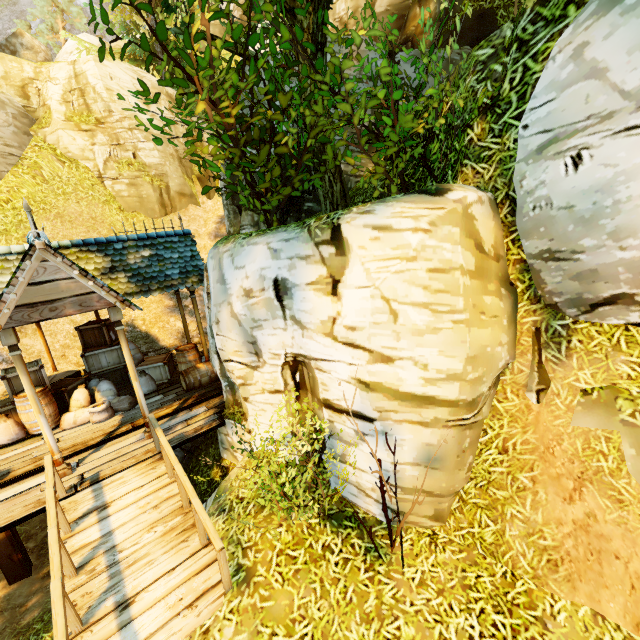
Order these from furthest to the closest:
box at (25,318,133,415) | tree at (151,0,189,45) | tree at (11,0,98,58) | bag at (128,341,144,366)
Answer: tree at (11,0,98,58), bag at (128,341,144,366), box at (25,318,133,415), tree at (151,0,189,45)

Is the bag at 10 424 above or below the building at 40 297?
below

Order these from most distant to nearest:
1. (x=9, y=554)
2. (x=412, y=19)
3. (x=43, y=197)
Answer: (x=43, y=197) → (x=412, y=19) → (x=9, y=554)

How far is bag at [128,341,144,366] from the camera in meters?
9.9 m

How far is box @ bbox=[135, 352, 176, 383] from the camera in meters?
10.0 m

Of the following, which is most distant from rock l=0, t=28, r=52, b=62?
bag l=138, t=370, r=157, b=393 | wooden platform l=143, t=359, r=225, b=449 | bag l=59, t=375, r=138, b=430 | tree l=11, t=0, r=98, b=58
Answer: bag l=138, t=370, r=157, b=393

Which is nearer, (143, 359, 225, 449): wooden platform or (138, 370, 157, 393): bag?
(143, 359, 225, 449): wooden platform

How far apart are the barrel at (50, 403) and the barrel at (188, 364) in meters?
2.9
